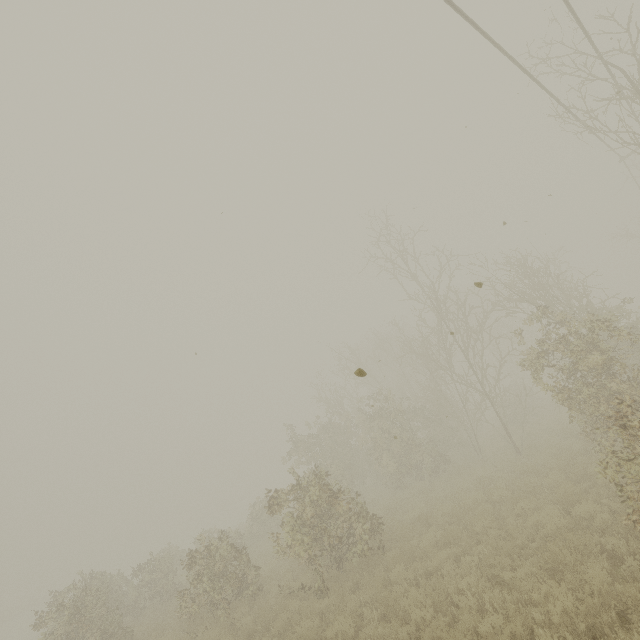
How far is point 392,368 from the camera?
37.5 meters
